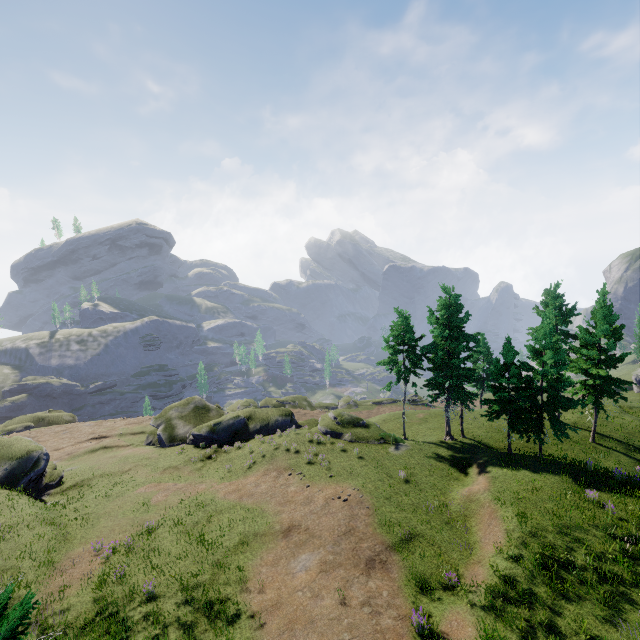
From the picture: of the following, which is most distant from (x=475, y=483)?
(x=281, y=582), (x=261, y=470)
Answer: (x=261, y=470)
